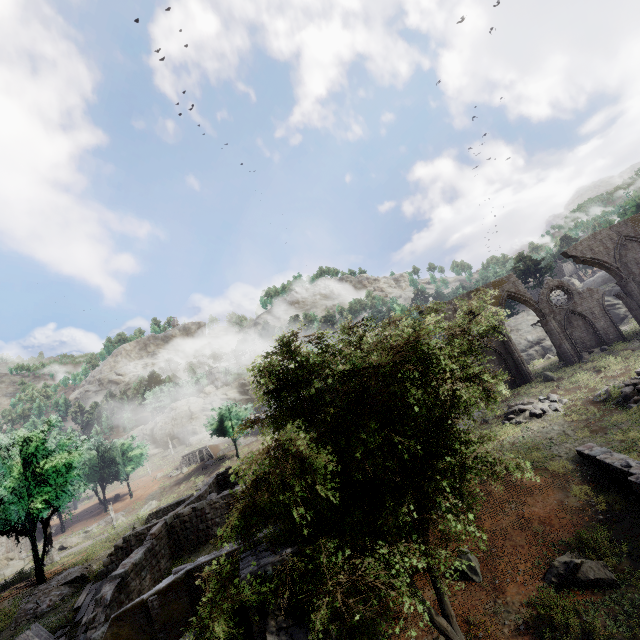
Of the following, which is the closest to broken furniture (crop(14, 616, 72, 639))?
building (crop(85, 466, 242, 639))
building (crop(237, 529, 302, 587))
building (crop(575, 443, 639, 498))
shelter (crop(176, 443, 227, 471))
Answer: building (crop(85, 466, 242, 639))

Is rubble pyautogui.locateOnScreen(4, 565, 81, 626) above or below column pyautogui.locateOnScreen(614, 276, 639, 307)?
below

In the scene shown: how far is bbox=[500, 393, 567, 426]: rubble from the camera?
20.6m

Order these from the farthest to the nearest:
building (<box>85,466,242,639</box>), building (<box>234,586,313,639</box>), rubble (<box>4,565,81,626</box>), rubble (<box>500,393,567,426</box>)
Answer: rubble (<box>500,393,567,426</box>) < rubble (<box>4,565,81,626</box>) < building (<box>85,466,242,639</box>) < building (<box>234,586,313,639</box>)

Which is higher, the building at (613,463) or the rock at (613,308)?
the rock at (613,308)

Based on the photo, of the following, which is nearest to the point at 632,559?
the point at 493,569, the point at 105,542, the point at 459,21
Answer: the point at 493,569

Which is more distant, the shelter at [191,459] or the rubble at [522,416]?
the shelter at [191,459]

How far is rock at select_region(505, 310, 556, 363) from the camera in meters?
39.7
